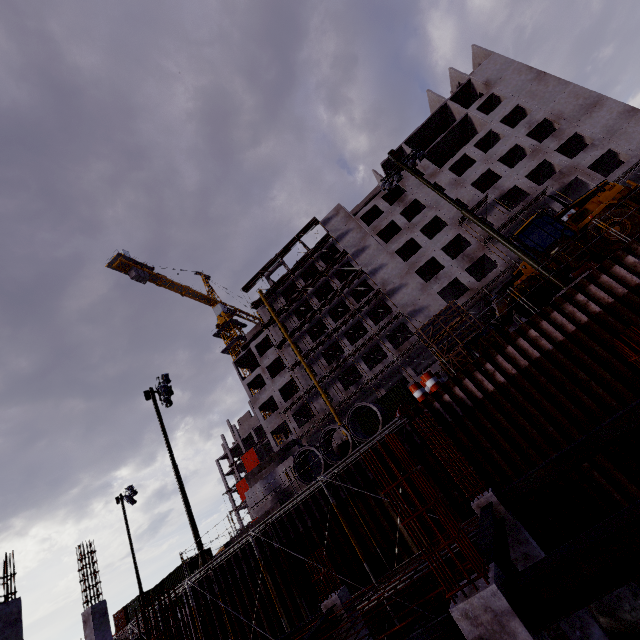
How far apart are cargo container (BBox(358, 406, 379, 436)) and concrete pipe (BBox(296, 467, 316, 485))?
16.60m

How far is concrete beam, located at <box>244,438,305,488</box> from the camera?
19.59m

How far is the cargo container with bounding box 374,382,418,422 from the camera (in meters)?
31.25

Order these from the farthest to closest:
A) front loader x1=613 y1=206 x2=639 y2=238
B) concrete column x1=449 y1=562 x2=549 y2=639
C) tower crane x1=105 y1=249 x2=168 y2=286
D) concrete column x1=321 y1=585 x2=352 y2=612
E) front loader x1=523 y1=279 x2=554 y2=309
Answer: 1. tower crane x1=105 y1=249 x2=168 y2=286
2. front loader x1=523 y1=279 x2=554 y2=309
3. front loader x1=613 y1=206 x2=639 y2=238
4. concrete column x1=321 y1=585 x2=352 y2=612
5. concrete column x1=449 y1=562 x2=549 y2=639

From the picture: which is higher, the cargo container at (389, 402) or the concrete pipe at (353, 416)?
the cargo container at (389, 402)

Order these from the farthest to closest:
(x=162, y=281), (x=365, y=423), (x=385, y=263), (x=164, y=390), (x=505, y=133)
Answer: (x=162, y=281), (x=385, y=263), (x=505, y=133), (x=365, y=423), (x=164, y=390)

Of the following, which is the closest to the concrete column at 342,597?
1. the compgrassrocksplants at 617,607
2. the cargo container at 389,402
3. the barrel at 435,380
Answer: the compgrassrocksplants at 617,607
